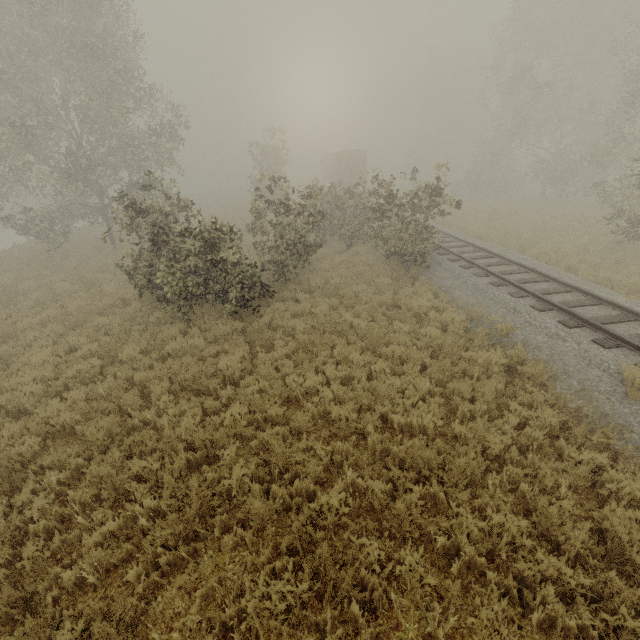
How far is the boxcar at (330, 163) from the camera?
35.4m

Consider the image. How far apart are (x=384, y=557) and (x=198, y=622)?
2.5 meters

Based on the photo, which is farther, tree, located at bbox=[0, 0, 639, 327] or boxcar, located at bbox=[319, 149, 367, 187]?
boxcar, located at bbox=[319, 149, 367, 187]

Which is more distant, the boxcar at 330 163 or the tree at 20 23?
the boxcar at 330 163

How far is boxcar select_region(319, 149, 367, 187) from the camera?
35.38m
